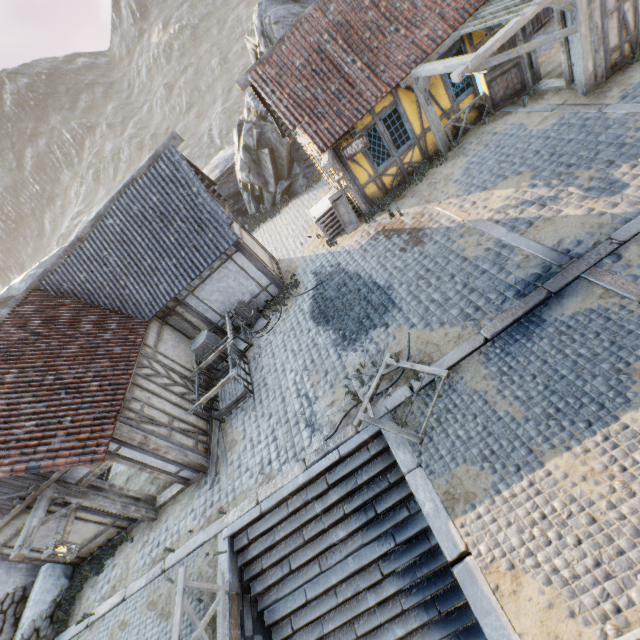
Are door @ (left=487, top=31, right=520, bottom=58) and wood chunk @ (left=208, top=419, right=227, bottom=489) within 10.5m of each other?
no

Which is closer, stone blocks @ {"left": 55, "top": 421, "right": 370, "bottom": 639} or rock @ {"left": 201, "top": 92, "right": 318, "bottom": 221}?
stone blocks @ {"left": 55, "top": 421, "right": 370, "bottom": 639}

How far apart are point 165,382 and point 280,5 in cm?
1882

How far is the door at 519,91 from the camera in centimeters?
1002cm

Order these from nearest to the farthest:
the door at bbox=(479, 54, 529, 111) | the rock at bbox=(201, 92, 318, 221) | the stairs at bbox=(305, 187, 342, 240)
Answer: the door at bbox=(479, 54, 529, 111)
the stairs at bbox=(305, 187, 342, 240)
the rock at bbox=(201, 92, 318, 221)

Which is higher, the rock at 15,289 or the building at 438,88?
the rock at 15,289

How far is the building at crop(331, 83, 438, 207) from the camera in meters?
10.4 m

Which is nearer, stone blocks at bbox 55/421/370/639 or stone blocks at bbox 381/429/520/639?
stone blocks at bbox 381/429/520/639
